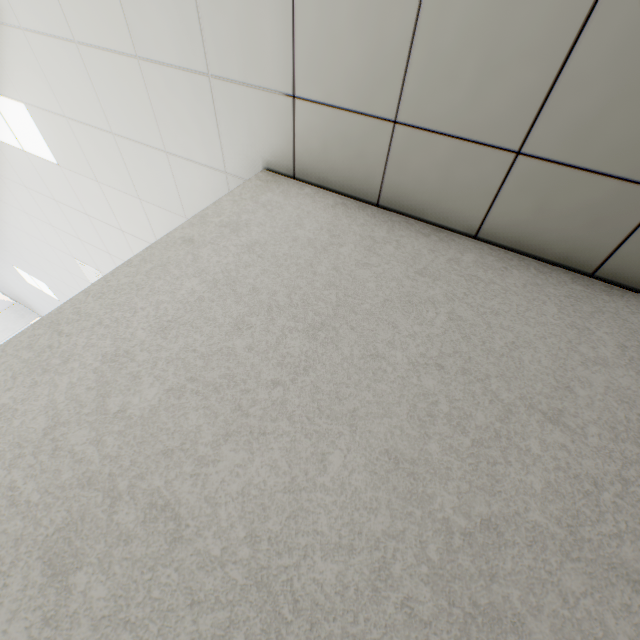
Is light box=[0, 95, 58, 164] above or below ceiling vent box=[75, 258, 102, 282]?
above

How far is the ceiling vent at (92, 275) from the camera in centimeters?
428cm

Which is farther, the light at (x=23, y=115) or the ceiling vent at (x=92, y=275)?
the ceiling vent at (x=92, y=275)

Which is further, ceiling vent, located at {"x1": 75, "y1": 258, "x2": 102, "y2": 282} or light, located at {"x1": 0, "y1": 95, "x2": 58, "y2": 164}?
ceiling vent, located at {"x1": 75, "y1": 258, "x2": 102, "y2": 282}

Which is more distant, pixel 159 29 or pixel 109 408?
pixel 159 29

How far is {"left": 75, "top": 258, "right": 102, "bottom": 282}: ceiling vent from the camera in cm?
428
